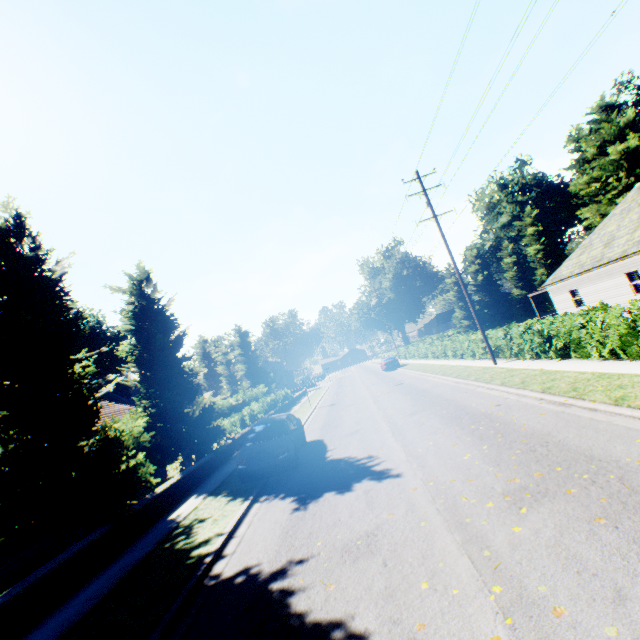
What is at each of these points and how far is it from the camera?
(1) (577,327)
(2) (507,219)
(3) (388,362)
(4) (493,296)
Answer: (1) hedge, 11.6m
(2) plant, 56.8m
(3) car, 37.5m
(4) tree, 49.2m

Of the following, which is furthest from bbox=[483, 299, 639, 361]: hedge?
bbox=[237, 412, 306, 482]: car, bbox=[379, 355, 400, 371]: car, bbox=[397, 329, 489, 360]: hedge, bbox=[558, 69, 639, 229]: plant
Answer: bbox=[558, 69, 639, 229]: plant

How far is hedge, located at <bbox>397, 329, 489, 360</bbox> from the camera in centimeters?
2114cm

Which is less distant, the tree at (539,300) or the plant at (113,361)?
the tree at (539,300)

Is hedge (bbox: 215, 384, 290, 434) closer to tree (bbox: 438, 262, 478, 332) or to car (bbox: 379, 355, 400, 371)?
tree (bbox: 438, 262, 478, 332)

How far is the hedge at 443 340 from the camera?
21.14m

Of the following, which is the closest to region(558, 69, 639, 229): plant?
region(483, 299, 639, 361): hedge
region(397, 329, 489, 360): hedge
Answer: region(397, 329, 489, 360): hedge

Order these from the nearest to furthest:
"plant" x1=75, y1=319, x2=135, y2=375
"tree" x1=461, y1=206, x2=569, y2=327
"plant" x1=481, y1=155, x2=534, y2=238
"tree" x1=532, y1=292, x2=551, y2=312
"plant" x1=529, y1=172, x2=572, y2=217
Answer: "tree" x1=532, y1=292, x2=551, y2=312 < "tree" x1=461, y1=206, x2=569, y2=327 < "plant" x1=75, y1=319, x2=135, y2=375 < "plant" x1=481, y1=155, x2=534, y2=238 < "plant" x1=529, y1=172, x2=572, y2=217
